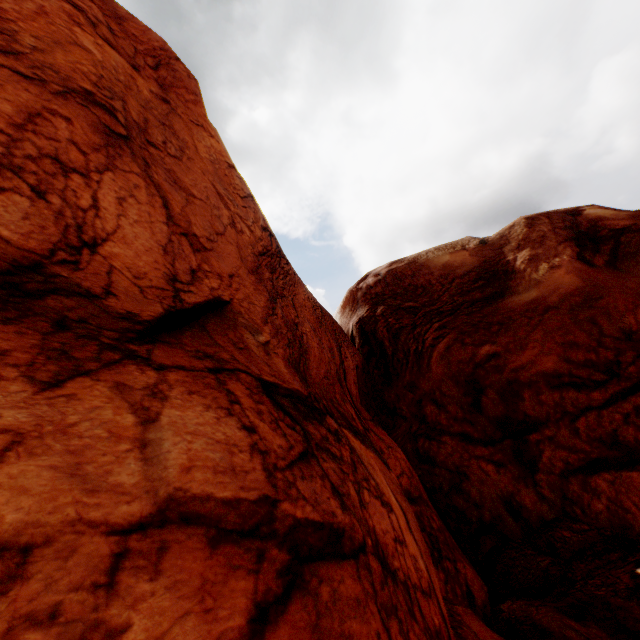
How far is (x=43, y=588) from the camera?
1.5m
